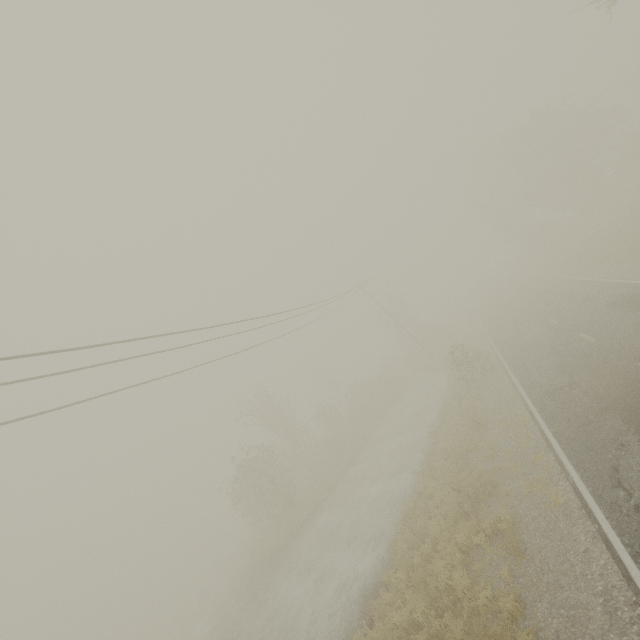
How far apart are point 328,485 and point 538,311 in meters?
20.8
